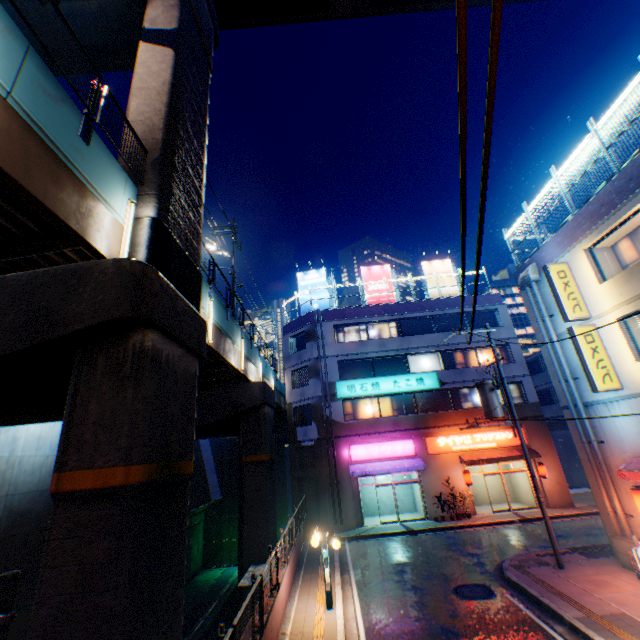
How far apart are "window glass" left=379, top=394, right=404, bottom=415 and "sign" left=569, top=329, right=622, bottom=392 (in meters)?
13.53

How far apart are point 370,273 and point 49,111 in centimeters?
2612cm

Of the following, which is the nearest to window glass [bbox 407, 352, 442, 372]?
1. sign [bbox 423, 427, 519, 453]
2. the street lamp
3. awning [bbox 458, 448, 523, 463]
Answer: sign [bbox 423, 427, 519, 453]

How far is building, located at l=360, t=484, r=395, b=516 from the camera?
24.2 meters

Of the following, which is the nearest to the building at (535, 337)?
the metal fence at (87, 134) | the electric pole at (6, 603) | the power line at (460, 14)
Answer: the metal fence at (87, 134)

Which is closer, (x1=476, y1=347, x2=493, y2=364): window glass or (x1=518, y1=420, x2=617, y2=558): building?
(x1=518, y1=420, x2=617, y2=558): building

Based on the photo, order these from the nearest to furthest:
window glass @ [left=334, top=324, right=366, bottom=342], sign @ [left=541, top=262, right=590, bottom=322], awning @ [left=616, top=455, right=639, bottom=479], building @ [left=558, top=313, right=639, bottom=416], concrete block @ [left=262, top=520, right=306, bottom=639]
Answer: concrete block @ [left=262, top=520, right=306, bottom=639], awning @ [left=616, top=455, right=639, bottom=479], building @ [left=558, top=313, right=639, bottom=416], sign @ [left=541, top=262, right=590, bottom=322], window glass @ [left=334, top=324, right=366, bottom=342]

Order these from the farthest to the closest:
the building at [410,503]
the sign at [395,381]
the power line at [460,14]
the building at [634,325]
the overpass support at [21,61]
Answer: the sign at [395,381]
the building at [410,503]
the building at [634,325]
the overpass support at [21,61]
the power line at [460,14]
